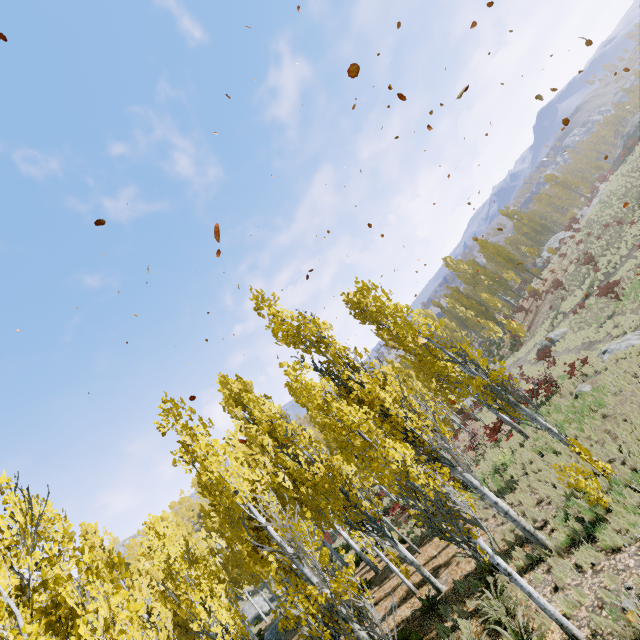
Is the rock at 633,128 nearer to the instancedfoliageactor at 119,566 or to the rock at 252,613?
the instancedfoliageactor at 119,566

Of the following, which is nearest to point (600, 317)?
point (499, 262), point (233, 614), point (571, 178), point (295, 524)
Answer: point (295, 524)

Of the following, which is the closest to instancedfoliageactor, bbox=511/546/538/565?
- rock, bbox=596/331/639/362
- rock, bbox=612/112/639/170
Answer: rock, bbox=596/331/639/362

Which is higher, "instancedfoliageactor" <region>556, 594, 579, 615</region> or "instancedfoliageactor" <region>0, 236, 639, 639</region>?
"instancedfoliageactor" <region>0, 236, 639, 639</region>

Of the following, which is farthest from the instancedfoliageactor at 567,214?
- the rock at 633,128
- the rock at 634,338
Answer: the rock at 633,128

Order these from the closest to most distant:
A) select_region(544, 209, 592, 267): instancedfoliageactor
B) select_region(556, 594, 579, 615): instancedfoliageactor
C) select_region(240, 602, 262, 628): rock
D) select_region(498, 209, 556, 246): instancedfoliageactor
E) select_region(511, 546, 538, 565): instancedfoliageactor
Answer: select_region(556, 594, 579, 615): instancedfoliageactor
select_region(511, 546, 538, 565): instancedfoliageactor
select_region(240, 602, 262, 628): rock
select_region(544, 209, 592, 267): instancedfoliageactor
select_region(498, 209, 556, 246): instancedfoliageactor
